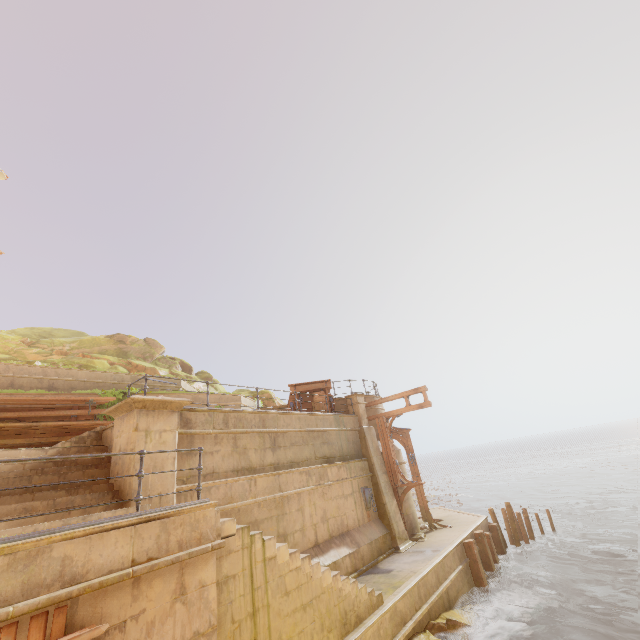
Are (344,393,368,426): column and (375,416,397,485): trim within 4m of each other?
yes

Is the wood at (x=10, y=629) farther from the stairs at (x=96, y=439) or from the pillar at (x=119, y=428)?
the pillar at (x=119, y=428)

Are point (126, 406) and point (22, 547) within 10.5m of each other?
yes

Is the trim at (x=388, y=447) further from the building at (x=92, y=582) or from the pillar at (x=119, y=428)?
the pillar at (x=119, y=428)

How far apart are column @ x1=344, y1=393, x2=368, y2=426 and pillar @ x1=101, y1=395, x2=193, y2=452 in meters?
9.8 m

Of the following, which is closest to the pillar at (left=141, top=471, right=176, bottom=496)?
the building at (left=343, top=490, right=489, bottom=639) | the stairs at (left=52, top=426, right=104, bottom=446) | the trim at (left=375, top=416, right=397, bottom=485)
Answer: the stairs at (left=52, top=426, right=104, bottom=446)

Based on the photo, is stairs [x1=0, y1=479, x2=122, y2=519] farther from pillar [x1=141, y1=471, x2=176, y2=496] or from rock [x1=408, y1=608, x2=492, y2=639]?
rock [x1=408, y1=608, x2=492, y2=639]

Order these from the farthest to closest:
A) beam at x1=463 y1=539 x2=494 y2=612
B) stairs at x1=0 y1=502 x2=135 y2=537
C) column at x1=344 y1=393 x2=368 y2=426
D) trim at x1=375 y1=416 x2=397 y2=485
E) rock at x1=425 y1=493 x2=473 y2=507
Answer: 1. rock at x1=425 y1=493 x2=473 y2=507
2. column at x1=344 y1=393 x2=368 y2=426
3. trim at x1=375 y1=416 x2=397 y2=485
4. beam at x1=463 y1=539 x2=494 y2=612
5. stairs at x1=0 y1=502 x2=135 y2=537
